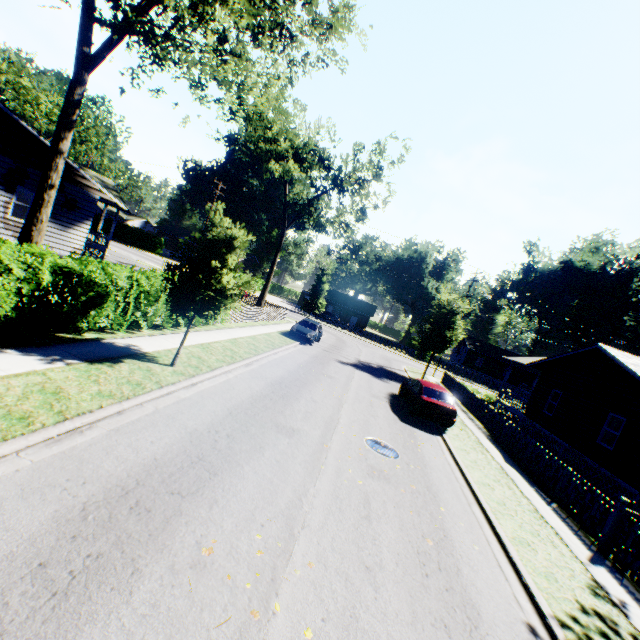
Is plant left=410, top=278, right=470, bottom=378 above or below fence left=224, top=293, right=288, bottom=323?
above

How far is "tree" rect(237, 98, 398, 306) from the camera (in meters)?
26.73

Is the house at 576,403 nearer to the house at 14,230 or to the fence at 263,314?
the fence at 263,314

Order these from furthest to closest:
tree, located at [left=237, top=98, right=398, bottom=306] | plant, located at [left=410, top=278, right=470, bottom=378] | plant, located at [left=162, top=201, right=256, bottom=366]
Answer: tree, located at [left=237, top=98, right=398, bottom=306] → plant, located at [left=410, top=278, right=470, bottom=378] → plant, located at [left=162, top=201, right=256, bottom=366]

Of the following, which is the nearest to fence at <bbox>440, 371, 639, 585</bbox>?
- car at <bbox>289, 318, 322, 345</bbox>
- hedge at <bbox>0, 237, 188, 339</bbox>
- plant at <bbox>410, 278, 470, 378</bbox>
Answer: hedge at <bbox>0, 237, 188, 339</bbox>

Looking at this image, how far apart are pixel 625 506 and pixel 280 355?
13.90m

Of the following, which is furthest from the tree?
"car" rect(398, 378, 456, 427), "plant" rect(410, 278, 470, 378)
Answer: "plant" rect(410, 278, 470, 378)

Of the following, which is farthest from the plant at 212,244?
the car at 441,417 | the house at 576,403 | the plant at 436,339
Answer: the house at 576,403
